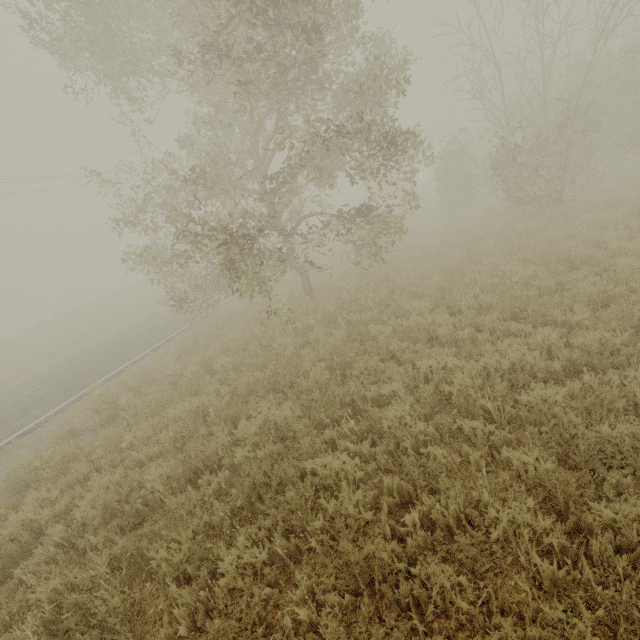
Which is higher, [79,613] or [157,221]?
[157,221]

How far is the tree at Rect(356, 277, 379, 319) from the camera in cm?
876

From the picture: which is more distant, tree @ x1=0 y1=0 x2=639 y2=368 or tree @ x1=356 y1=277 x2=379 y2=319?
tree @ x1=356 y1=277 x2=379 y2=319

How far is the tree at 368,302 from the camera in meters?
8.8 m

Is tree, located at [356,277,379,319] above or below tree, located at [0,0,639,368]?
below

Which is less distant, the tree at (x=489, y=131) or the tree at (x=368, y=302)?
the tree at (x=489, y=131)
